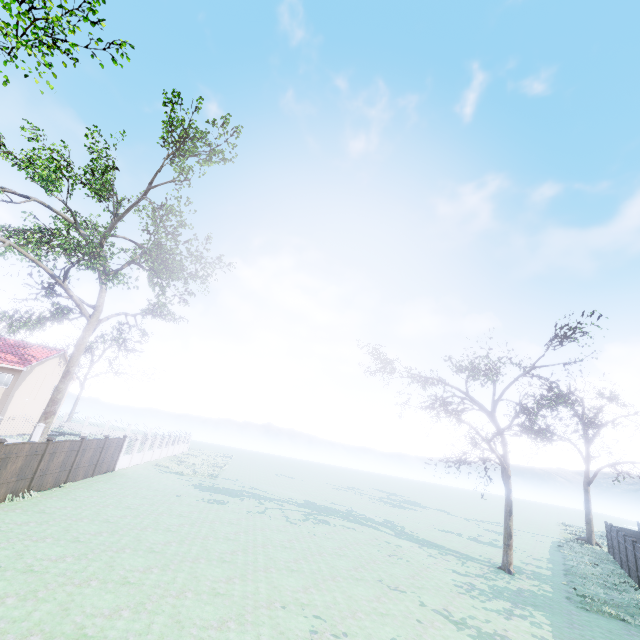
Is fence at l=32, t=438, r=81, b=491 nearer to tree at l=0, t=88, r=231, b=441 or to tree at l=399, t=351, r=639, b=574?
tree at l=0, t=88, r=231, b=441

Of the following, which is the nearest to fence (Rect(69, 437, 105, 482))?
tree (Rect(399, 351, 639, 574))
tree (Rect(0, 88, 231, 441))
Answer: tree (Rect(0, 88, 231, 441))

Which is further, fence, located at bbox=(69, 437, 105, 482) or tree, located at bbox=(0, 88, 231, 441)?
tree, located at bbox=(0, 88, 231, 441)

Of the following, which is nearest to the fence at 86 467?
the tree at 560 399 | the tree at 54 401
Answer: the tree at 54 401

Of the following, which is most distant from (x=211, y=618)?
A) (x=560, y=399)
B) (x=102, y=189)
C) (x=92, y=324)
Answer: (x=560, y=399)
